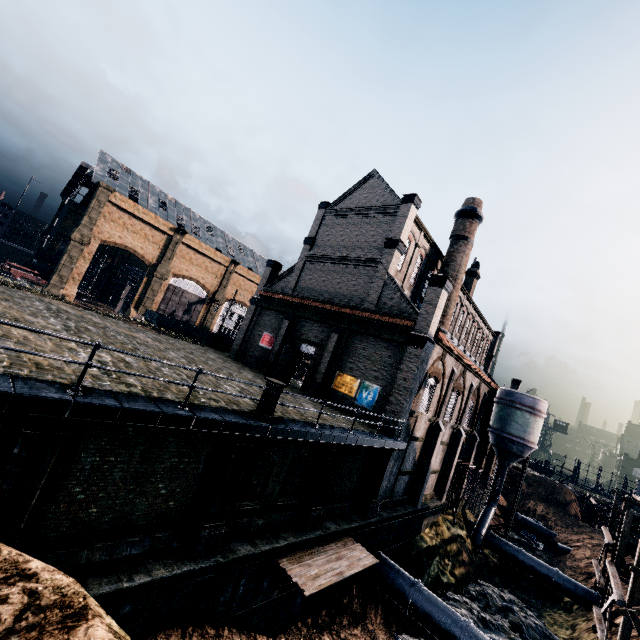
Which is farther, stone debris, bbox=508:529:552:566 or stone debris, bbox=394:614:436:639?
stone debris, bbox=508:529:552:566

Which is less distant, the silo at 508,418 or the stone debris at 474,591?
the stone debris at 474,591

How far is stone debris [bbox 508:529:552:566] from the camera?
38.2m

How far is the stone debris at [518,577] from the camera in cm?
2911

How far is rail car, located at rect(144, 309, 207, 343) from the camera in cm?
4712

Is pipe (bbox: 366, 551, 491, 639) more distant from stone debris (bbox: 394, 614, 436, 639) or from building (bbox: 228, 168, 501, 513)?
building (bbox: 228, 168, 501, 513)

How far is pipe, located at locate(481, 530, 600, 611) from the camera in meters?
27.9 m

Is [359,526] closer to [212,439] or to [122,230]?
[212,439]
